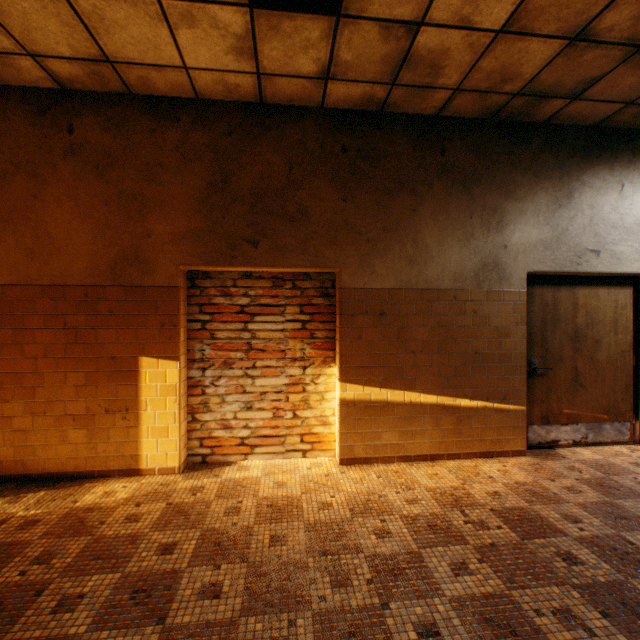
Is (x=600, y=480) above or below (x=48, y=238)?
below
